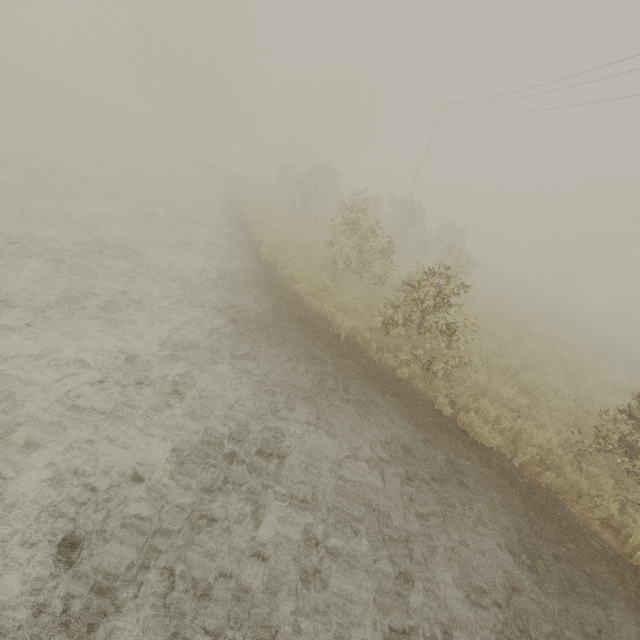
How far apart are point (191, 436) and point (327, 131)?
46.98m

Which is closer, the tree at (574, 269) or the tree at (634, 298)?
the tree at (634, 298)

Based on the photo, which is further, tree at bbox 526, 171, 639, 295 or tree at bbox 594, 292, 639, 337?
tree at bbox 526, 171, 639, 295
